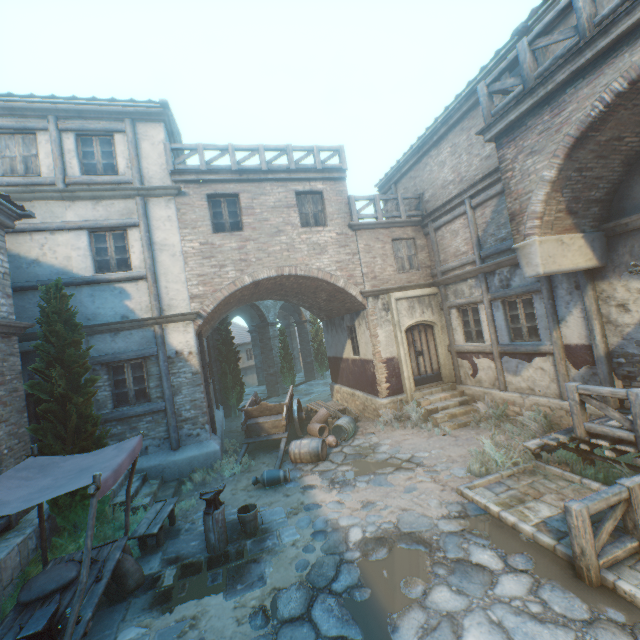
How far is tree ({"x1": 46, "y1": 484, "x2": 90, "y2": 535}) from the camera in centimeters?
634cm

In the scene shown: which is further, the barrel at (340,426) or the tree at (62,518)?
the barrel at (340,426)

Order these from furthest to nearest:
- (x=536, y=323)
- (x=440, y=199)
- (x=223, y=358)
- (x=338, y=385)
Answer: (x=223, y=358) < (x=338, y=385) < (x=440, y=199) < (x=536, y=323)

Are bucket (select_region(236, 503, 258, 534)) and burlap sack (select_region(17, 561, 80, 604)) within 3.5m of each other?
yes

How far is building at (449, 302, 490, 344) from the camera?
10.5m

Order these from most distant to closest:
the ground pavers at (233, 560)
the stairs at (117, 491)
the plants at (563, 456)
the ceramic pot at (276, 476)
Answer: the ceramic pot at (276, 476)
the stairs at (117, 491)
the plants at (563, 456)
the ground pavers at (233, 560)

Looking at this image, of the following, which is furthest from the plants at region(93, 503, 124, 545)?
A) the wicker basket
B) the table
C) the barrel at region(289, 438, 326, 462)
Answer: the wicker basket

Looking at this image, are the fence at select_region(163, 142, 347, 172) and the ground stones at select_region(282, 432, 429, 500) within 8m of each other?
no
